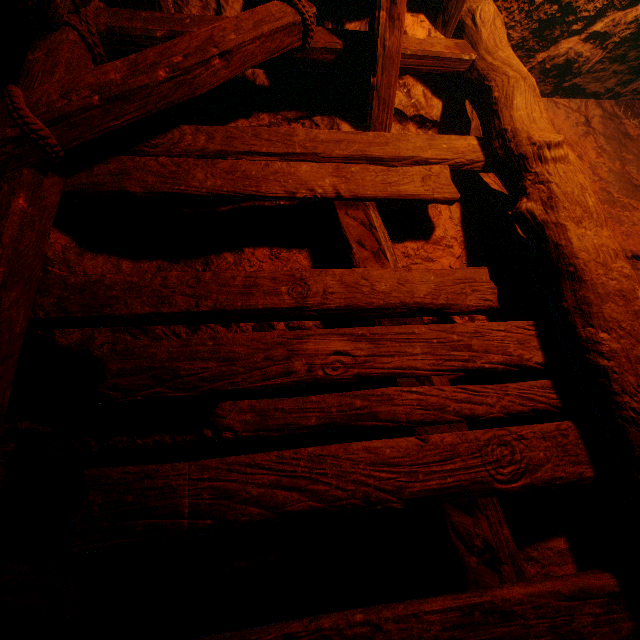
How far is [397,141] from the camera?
2.0m
